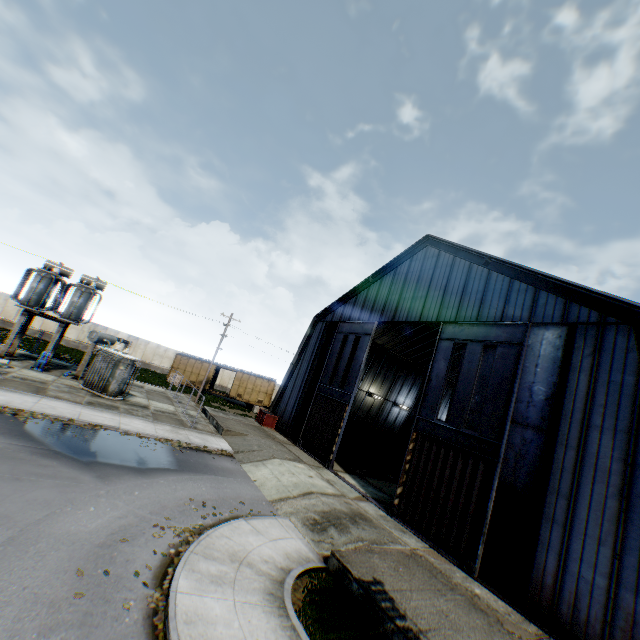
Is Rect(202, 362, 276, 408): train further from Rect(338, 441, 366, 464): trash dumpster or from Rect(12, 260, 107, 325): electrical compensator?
Rect(338, 441, 366, 464): trash dumpster

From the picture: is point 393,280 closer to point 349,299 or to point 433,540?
point 349,299

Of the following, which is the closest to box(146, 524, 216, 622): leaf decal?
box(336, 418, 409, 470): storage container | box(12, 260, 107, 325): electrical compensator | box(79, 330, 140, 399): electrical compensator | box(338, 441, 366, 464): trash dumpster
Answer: box(79, 330, 140, 399): electrical compensator

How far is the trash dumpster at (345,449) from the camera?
26.3m

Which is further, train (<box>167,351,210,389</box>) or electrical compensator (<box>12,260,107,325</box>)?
train (<box>167,351,210,389</box>)

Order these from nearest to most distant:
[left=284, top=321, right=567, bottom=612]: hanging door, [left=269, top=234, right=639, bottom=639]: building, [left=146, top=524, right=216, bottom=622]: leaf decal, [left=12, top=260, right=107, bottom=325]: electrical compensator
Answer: [left=146, top=524, right=216, bottom=622]: leaf decal, [left=269, top=234, right=639, bottom=639]: building, [left=284, top=321, right=567, bottom=612]: hanging door, [left=12, top=260, right=107, bottom=325]: electrical compensator

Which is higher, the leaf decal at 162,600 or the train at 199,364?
the train at 199,364

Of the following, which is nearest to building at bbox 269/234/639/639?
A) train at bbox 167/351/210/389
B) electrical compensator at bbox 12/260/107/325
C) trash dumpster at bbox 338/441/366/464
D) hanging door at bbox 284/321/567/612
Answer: hanging door at bbox 284/321/567/612
